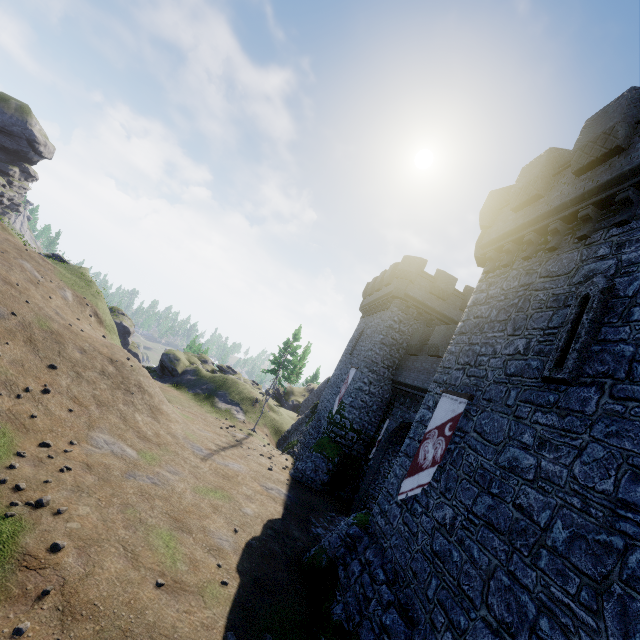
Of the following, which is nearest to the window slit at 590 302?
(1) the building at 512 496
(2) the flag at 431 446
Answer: (1) the building at 512 496

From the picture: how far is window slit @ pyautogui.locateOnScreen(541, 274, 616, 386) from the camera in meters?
6.9

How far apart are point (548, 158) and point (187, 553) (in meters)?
17.26

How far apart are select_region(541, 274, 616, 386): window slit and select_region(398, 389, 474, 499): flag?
2.3m

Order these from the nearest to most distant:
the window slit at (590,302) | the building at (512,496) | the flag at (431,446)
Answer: the building at (512,496), the window slit at (590,302), the flag at (431,446)

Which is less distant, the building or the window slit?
the building

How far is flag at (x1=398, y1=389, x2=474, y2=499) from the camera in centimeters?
969cm

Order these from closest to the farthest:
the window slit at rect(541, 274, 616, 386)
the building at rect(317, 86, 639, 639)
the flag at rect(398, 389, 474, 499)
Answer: the building at rect(317, 86, 639, 639) < the window slit at rect(541, 274, 616, 386) < the flag at rect(398, 389, 474, 499)
